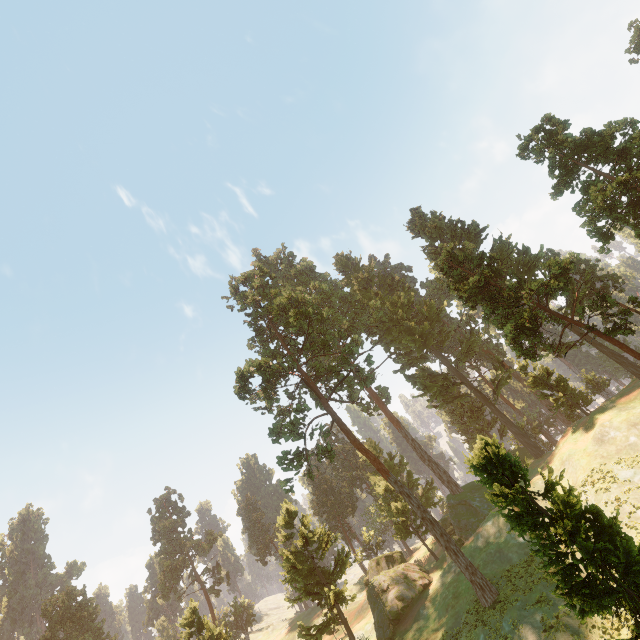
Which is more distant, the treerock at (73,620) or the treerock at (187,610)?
the treerock at (73,620)

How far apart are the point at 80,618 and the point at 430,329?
75.5m

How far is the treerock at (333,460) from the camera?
33.2 meters

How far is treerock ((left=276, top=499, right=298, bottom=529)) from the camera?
38.8m

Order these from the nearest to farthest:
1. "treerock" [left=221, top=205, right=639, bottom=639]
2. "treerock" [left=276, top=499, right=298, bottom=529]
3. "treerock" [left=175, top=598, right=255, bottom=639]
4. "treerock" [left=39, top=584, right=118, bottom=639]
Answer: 1. "treerock" [left=221, top=205, right=639, bottom=639]
2. "treerock" [left=175, top=598, right=255, bottom=639]
3. "treerock" [left=276, top=499, right=298, bottom=529]
4. "treerock" [left=39, top=584, right=118, bottom=639]

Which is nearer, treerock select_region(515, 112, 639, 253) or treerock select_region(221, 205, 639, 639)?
treerock select_region(221, 205, 639, 639)
